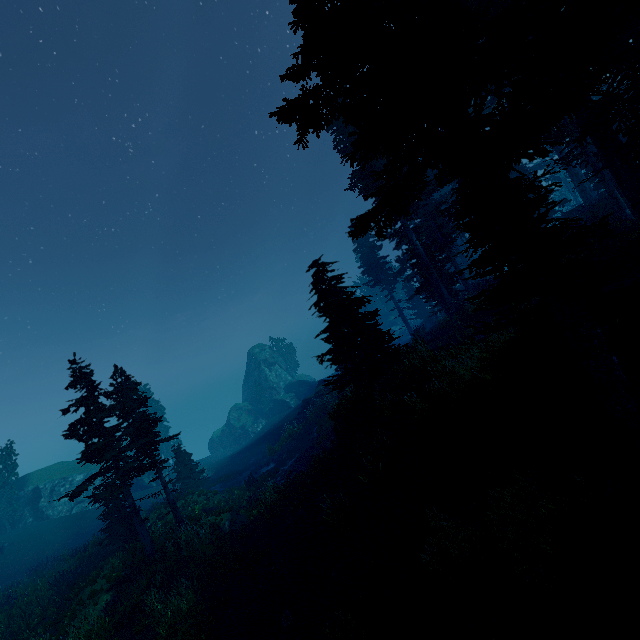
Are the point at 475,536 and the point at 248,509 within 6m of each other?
no

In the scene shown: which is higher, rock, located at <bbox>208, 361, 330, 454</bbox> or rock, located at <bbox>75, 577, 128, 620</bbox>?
rock, located at <bbox>208, 361, 330, 454</bbox>

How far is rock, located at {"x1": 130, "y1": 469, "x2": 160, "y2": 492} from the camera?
37.94m

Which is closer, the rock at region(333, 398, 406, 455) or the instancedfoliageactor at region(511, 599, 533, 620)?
the instancedfoliageactor at region(511, 599, 533, 620)

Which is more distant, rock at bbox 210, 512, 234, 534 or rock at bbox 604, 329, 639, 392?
rock at bbox 210, 512, 234, 534

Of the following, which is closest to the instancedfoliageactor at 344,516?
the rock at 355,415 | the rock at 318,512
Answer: the rock at 355,415

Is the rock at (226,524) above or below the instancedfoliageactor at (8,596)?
below

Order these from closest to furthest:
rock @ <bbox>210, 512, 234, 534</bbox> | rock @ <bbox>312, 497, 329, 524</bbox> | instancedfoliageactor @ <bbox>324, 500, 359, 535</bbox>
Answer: instancedfoliageactor @ <bbox>324, 500, 359, 535</bbox>
rock @ <bbox>312, 497, 329, 524</bbox>
rock @ <bbox>210, 512, 234, 534</bbox>
